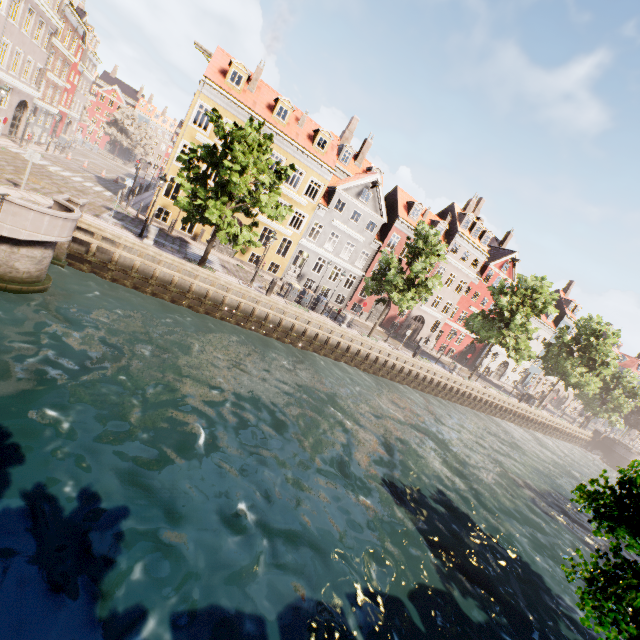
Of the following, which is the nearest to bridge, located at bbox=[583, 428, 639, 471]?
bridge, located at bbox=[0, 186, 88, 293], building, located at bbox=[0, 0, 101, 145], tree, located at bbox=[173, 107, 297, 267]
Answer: tree, located at bbox=[173, 107, 297, 267]

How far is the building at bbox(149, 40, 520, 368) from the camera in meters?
24.5

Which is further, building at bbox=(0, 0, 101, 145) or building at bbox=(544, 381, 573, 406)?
building at bbox=(544, 381, 573, 406)

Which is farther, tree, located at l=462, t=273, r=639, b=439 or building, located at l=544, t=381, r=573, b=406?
building, located at l=544, t=381, r=573, b=406

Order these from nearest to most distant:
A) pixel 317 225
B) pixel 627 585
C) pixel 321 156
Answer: pixel 627 585 < pixel 321 156 < pixel 317 225

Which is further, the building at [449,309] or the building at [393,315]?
the building at [393,315]

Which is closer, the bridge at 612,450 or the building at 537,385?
the bridge at 612,450

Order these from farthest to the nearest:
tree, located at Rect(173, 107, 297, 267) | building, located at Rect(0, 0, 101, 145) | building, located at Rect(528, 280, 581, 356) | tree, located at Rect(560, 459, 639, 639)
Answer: building, located at Rect(528, 280, 581, 356) → building, located at Rect(0, 0, 101, 145) → tree, located at Rect(173, 107, 297, 267) → tree, located at Rect(560, 459, 639, 639)
